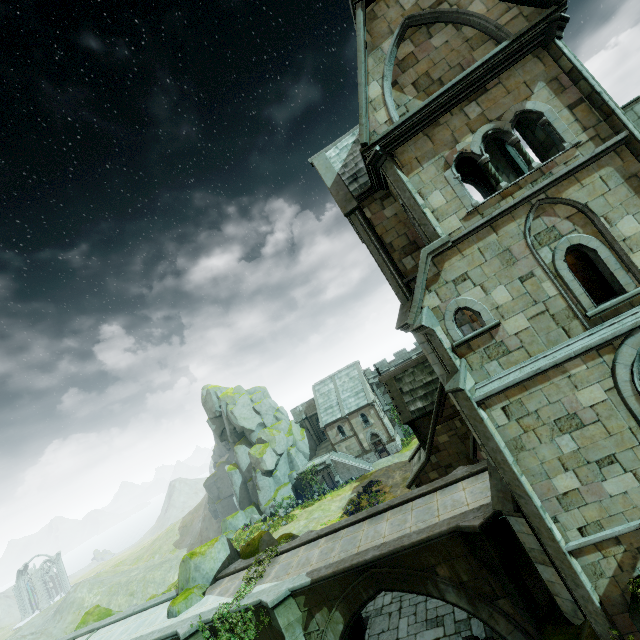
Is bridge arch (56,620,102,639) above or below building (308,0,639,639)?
above

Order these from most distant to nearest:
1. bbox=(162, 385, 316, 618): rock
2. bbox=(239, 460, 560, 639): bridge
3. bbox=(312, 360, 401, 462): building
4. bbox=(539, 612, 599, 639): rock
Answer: bbox=(312, 360, 401, 462): building
bbox=(162, 385, 316, 618): rock
bbox=(239, 460, 560, 639): bridge
bbox=(539, 612, 599, 639): rock

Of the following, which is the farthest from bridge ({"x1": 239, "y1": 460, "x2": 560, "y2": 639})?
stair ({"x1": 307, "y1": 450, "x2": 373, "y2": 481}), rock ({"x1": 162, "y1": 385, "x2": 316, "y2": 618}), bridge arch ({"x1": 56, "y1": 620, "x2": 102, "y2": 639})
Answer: stair ({"x1": 307, "y1": 450, "x2": 373, "y2": 481})

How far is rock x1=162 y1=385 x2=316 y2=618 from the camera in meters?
19.1

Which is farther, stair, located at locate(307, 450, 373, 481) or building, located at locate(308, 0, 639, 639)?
stair, located at locate(307, 450, 373, 481)

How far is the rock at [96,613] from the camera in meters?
34.4 m

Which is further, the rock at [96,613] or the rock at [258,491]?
the rock at [96,613]

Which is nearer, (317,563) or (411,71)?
(411,71)
